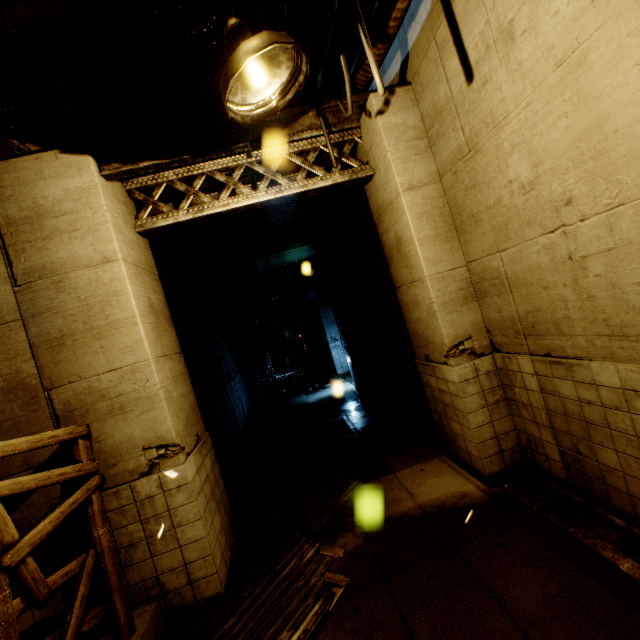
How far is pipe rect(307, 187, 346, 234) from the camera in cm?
774

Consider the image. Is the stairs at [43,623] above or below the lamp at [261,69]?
below

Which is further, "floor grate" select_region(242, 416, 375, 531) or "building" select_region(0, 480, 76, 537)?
"floor grate" select_region(242, 416, 375, 531)

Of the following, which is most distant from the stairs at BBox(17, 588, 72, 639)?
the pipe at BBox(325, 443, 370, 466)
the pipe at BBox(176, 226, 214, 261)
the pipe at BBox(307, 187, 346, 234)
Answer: the pipe at BBox(307, 187, 346, 234)

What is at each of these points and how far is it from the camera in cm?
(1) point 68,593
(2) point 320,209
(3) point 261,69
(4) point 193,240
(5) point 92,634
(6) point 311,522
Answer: (1) building, 378
(2) pipe, 876
(3) lamp, 248
(4) pipe, 788
(5) stairs, 339
(6) floor grate, 495

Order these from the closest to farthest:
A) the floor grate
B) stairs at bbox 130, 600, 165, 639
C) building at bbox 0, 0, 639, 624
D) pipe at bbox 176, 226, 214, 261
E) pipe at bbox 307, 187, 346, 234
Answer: building at bbox 0, 0, 639, 624
stairs at bbox 130, 600, 165, 639
the floor grate
pipe at bbox 176, 226, 214, 261
pipe at bbox 307, 187, 346, 234

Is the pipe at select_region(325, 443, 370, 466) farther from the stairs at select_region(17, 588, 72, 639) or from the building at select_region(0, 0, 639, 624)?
the stairs at select_region(17, 588, 72, 639)

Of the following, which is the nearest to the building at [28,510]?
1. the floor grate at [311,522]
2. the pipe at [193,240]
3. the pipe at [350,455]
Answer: the pipe at [193,240]
